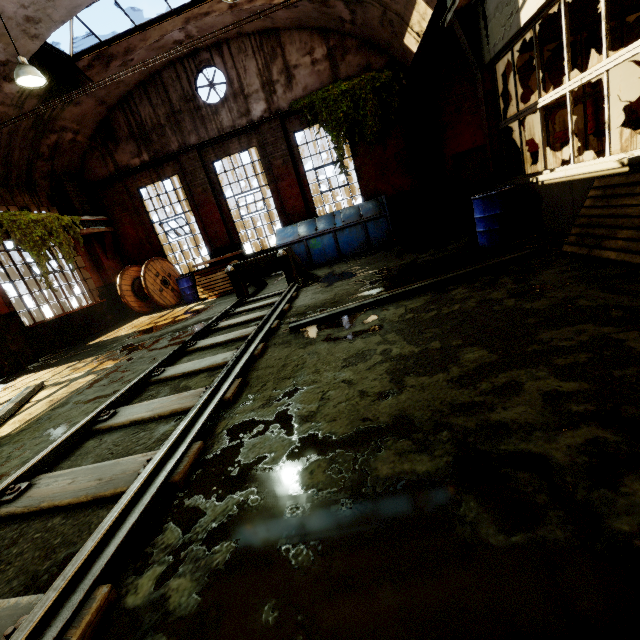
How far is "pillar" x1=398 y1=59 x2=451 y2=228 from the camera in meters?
10.3 m

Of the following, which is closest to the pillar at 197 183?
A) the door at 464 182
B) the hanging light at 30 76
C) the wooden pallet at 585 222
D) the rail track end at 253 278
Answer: the rail track end at 253 278

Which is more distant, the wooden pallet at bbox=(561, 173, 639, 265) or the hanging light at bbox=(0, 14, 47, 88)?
the hanging light at bbox=(0, 14, 47, 88)

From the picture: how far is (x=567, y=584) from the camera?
1.07m

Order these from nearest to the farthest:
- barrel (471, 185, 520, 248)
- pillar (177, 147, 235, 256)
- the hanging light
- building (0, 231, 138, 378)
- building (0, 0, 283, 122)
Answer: barrel (471, 185, 520, 248) → the hanging light → building (0, 0, 283, 122) → building (0, 231, 138, 378) → pillar (177, 147, 235, 256)

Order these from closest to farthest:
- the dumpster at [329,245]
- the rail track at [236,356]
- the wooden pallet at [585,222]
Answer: the rail track at [236,356]
the wooden pallet at [585,222]
the dumpster at [329,245]

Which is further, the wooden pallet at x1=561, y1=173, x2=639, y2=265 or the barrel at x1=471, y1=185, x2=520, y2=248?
the barrel at x1=471, y1=185, x2=520, y2=248

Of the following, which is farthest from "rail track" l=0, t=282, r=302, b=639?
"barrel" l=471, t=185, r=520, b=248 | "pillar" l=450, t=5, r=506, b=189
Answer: "pillar" l=450, t=5, r=506, b=189
